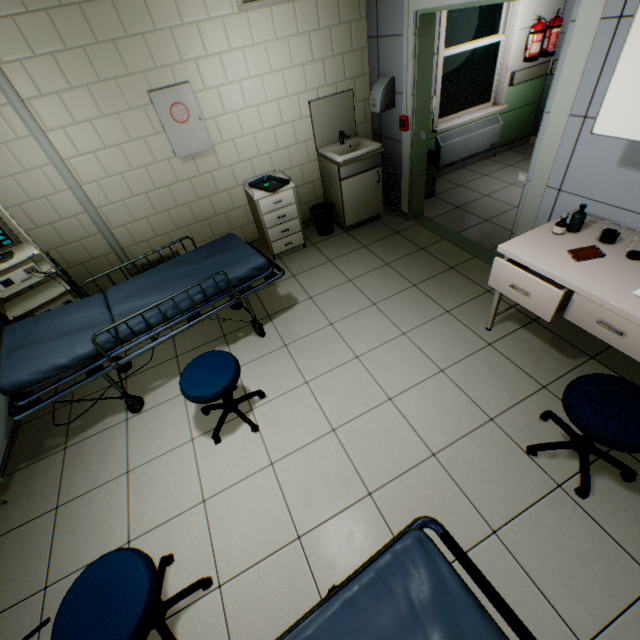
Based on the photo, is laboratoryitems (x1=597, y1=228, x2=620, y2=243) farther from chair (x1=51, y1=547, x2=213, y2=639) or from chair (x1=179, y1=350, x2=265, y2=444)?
chair (x1=51, y1=547, x2=213, y2=639)

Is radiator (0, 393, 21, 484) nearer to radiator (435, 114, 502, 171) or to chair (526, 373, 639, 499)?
chair (526, 373, 639, 499)

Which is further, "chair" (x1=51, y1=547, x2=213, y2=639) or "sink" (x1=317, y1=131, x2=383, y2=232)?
"sink" (x1=317, y1=131, x2=383, y2=232)

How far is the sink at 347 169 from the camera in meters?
3.8

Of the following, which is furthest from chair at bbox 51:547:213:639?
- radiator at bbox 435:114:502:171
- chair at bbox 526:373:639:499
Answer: radiator at bbox 435:114:502:171

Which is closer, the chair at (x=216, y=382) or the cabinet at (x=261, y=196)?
the chair at (x=216, y=382)

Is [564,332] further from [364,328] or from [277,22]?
[277,22]

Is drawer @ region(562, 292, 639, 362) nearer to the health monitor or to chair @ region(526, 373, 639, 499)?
chair @ region(526, 373, 639, 499)
